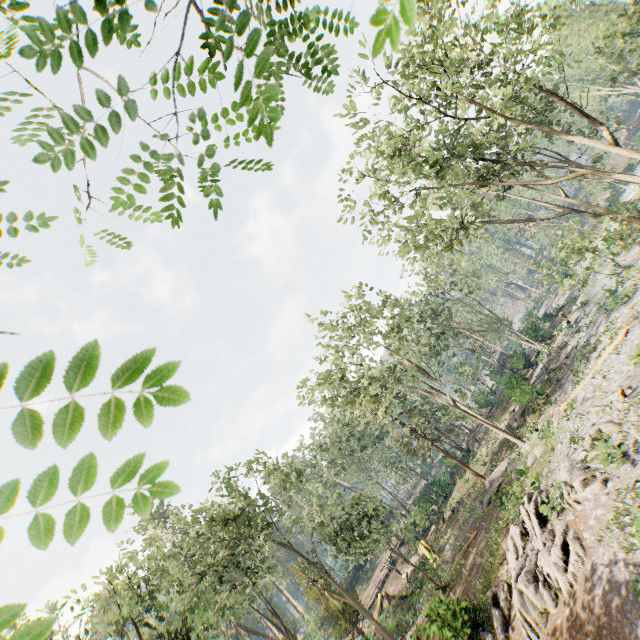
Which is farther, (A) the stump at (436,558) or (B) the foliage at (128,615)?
(A) the stump at (436,558)

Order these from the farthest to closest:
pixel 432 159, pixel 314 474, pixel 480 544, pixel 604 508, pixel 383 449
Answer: pixel 383 449 → pixel 314 474 → pixel 480 544 → pixel 432 159 → pixel 604 508

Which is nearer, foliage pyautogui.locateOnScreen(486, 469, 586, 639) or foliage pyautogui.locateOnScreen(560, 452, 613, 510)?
foliage pyautogui.locateOnScreen(486, 469, 586, 639)

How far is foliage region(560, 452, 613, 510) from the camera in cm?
1297

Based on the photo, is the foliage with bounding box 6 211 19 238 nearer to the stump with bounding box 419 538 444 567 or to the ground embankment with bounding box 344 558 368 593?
the ground embankment with bounding box 344 558 368 593

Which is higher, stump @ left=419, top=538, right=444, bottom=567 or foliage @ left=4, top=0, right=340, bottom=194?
foliage @ left=4, top=0, right=340, bottom=194

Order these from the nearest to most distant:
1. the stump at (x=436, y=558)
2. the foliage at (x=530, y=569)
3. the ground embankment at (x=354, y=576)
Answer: the foliage at (x=530, y=569) → the stump at (x=436, y=558) → the ground embankment at (x=354, y=576)
